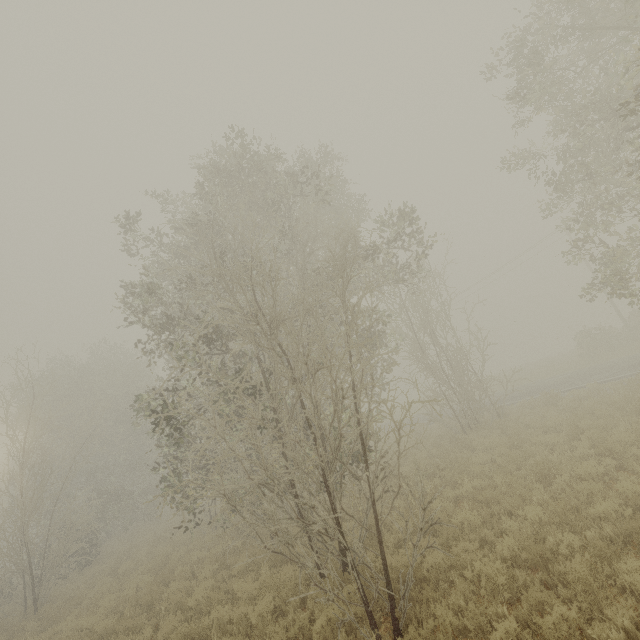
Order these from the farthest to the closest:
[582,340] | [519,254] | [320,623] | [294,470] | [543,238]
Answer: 1. [519,254]
2. [543,238]
3. [582,340]
4. [294,470]
5. [320,623]
